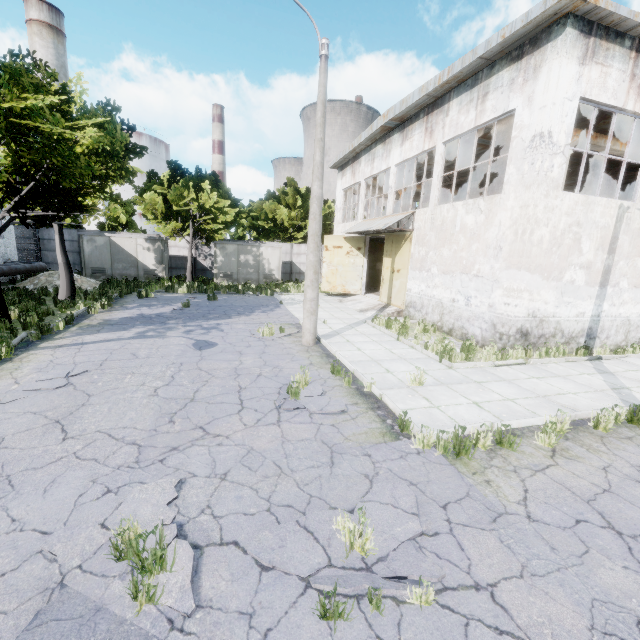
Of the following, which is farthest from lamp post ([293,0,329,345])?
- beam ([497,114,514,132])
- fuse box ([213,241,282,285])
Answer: fuse box ([213,241,282,285])

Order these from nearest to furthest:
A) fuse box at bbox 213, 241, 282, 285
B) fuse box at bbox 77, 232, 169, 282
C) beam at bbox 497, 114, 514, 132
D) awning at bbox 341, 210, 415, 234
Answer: beam at bbox 497, 114, 514, 132, awning at bbox 341, 210, 415, 234, fuse box at bbox 77, 232, 169, 282, fuse box at bbox 213, 241, 282, 285

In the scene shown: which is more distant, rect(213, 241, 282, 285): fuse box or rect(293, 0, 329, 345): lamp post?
rect(213, 241, 282, 285): fuse box

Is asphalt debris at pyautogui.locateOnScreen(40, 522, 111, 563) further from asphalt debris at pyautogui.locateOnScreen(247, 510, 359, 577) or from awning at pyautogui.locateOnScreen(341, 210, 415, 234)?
awning at pyautogui.locateOnScreen(341, 210, 415, 234)

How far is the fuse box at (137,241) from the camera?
23.0 meters

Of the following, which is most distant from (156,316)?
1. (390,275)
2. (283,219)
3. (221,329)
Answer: (283,219)

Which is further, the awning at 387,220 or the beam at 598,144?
the awning at 387,220

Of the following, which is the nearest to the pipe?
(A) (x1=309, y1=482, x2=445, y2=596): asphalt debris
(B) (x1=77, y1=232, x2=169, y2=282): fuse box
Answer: (B) (x1=77, y1=232, x2=169, y2=282): fuse box
